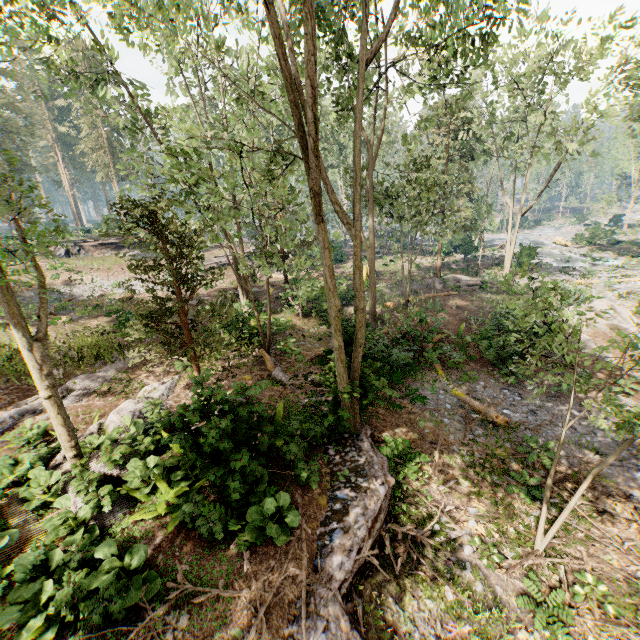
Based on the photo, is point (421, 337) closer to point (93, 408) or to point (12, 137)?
point (93, 408)

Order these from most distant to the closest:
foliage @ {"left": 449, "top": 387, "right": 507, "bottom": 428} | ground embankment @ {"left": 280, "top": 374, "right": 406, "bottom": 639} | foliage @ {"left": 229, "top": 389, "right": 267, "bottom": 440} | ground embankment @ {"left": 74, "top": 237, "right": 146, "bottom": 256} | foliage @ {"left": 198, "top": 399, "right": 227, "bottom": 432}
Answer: ground embankment @ {"left": 74, "top": 237, "right": 146, "bottom": 256}
foliage @ {"left": 449, "top": 387, "right": 507, "bottom": 428}
foliage @ {"left": 229, "top": 389, "right": 267, "bottom": 440}
foliage @ {"left": 198, "top": 399, "right": 227, "bottom": 432}
ground embankment @ {"left": 280, "top": 374, "right": 406, "bottom": 639}

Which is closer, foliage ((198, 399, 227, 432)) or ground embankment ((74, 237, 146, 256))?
foliage ((198, 399, 227, 432))

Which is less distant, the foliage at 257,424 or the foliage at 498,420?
the foliage at 257,424

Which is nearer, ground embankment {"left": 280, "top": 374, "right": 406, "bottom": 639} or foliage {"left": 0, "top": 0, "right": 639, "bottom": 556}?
ground embankment {"left": 280, "top": 374, "right": 406, "bottom": 639}

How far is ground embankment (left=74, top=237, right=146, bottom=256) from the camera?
33.9m
